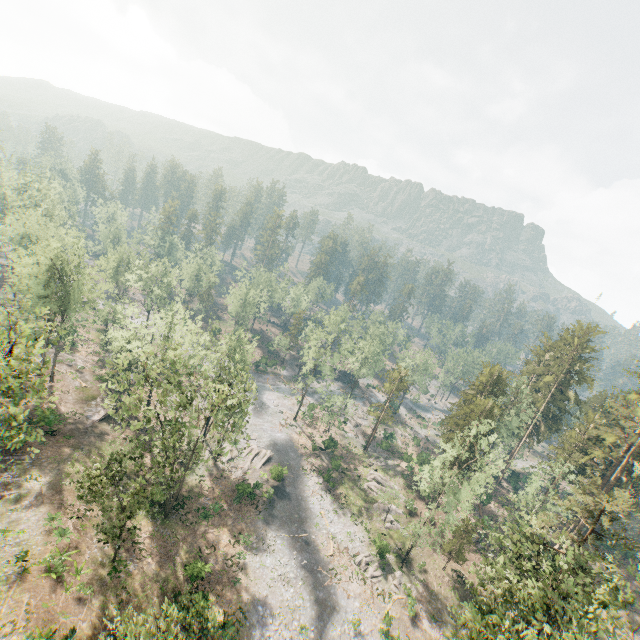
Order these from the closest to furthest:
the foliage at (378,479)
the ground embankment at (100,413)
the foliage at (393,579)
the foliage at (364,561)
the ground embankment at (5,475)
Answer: the ground embankment at (5,475), the foliage at (393,579), the foliage at (364,561), the ground embankment at (100,413), the foliage at (378,479)

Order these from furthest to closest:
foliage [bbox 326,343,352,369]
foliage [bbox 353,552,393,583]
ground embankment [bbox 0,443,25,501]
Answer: foliage [bbox 326,343,352,369] < foliage [bbox 353,552,393,583] < ground embankment [bbox 0,443,25,501]

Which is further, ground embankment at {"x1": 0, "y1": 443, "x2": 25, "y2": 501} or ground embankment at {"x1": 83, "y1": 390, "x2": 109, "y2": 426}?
ground embankment at {"x1": 83, "y1": 390, "x2": 109, "y2": 426}

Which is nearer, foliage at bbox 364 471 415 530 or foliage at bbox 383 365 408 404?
foliage at bbox 364 471 415 530

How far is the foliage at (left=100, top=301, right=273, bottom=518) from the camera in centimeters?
2922cm

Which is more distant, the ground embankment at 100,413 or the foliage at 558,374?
the ground embankment at 100,413

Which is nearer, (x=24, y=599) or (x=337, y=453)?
(x=24, y=599)

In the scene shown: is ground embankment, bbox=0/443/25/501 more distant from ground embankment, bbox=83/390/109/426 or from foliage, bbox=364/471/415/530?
ground embankment, bbox=83/390/109/426
